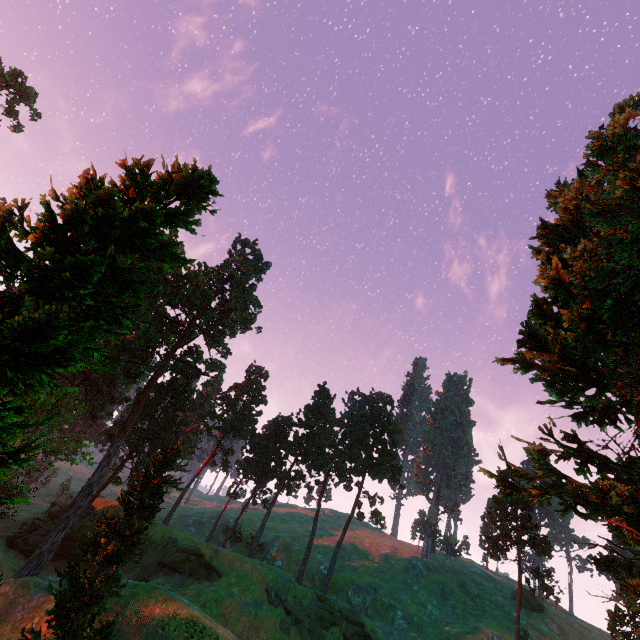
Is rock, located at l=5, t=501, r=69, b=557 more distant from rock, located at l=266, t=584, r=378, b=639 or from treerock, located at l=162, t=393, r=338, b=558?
rock, located at l=266, t=584, r=378, b=639

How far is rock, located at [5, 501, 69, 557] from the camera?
39.91m

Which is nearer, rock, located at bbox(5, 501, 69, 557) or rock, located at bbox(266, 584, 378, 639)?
rock, located at bbox(266, 584, 378, 639)

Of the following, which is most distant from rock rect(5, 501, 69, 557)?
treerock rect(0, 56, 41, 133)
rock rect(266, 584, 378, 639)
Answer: rock rect(266, 584, 378, 639)

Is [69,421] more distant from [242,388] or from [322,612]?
[322,612]

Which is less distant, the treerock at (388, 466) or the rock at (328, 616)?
the rock at (328, 616)

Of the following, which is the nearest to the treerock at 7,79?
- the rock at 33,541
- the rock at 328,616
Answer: the rock at 33,541
